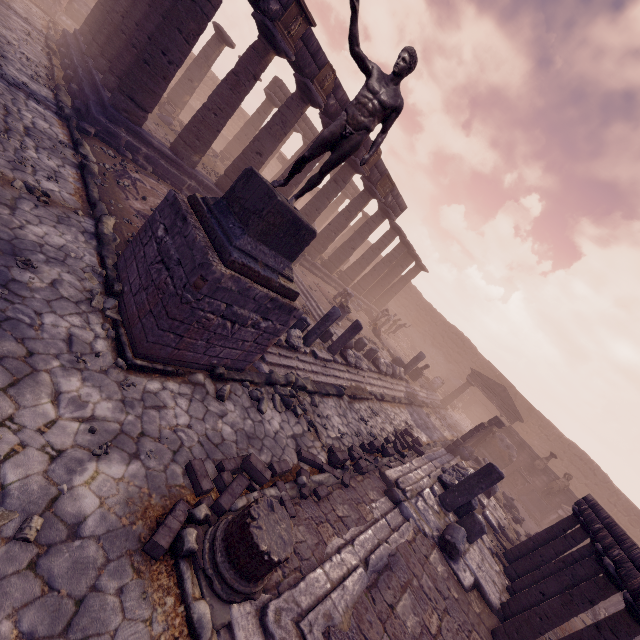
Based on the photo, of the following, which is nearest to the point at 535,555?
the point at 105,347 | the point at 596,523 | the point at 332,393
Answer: the point at 596,523

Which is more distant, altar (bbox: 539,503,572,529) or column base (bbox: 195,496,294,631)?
altar (bbox: 539,503,572,529)

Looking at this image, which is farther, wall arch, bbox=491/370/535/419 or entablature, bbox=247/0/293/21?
wall arch, bbox=491/370/535/419

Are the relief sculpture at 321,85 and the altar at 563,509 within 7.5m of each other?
no

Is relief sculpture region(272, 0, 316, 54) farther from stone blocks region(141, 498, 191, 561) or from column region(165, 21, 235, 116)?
stone blocks region(141, 498, 191, 561)

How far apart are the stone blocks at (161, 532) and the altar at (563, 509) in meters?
22.7

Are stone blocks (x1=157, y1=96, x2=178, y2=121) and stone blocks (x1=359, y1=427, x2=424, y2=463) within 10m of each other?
no

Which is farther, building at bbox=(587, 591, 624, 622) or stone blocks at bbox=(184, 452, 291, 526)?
building at bbox=(587, 591, 624, 622)
